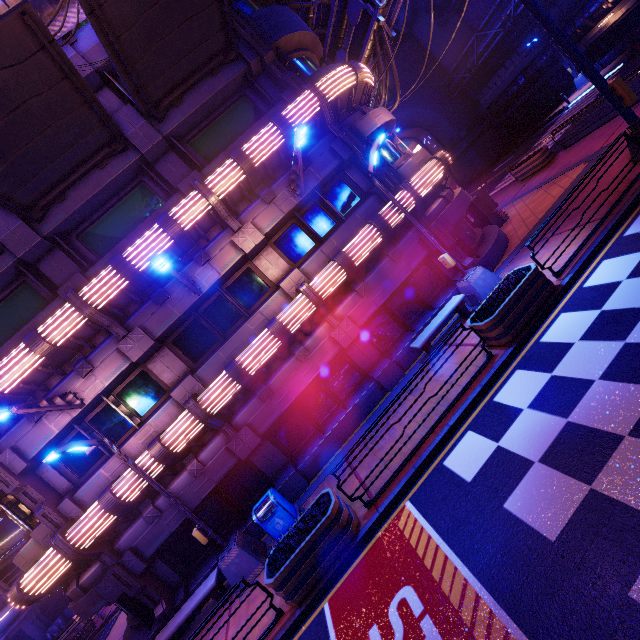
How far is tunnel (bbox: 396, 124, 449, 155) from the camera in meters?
39.2

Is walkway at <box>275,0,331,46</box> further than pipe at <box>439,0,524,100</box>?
No

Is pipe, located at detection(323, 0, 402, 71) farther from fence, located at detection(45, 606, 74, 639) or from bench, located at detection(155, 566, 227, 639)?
fence, located at detection(45, 606, 74, 639)

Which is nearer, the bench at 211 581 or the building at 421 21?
the bench at 211 581

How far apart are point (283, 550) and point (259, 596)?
2.4m

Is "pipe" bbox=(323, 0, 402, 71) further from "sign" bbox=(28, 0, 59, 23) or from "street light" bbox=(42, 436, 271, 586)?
"street light" bbox=(42, 436, 271, 586)

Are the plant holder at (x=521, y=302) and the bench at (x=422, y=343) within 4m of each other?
yes

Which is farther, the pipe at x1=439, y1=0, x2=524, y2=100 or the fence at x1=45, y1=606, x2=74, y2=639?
the pipe at x1=439, y1=0, x2=524, y2=100
